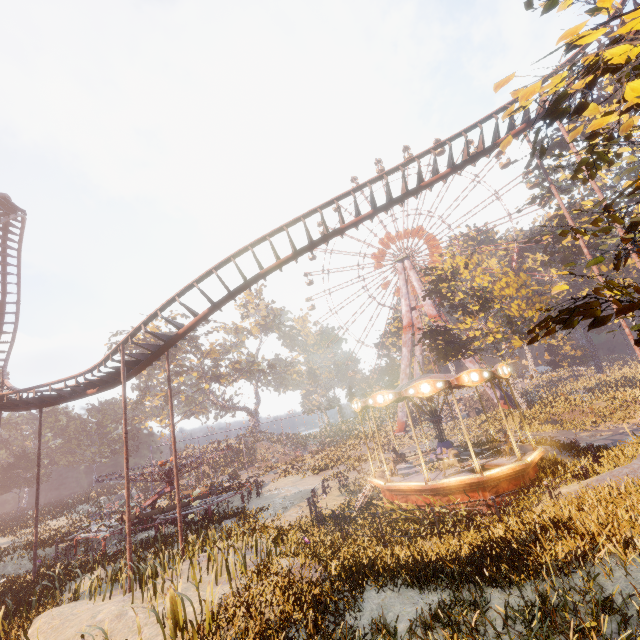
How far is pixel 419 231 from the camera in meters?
54.6 m

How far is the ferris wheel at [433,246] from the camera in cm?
5259

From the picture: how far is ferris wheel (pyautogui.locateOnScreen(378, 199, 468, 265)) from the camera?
52.6 meters

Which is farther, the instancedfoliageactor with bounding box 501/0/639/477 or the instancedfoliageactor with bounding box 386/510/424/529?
the instancedfoliageactor with bounding box 386/510/424/529

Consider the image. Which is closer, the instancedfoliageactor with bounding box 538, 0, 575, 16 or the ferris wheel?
the instancedfoliageactor with bounding box 538, 0, 575, 16

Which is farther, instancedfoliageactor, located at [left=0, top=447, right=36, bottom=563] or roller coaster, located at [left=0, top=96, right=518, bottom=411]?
instancedfoliageactor, located at [left=0, top=447, right=36, bottom=563]

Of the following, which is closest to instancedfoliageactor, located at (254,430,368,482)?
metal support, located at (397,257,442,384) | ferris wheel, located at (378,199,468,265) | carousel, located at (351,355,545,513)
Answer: metal support, located at (397,257,442,384)

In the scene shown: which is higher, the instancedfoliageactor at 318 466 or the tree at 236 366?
the tree at 236 366
